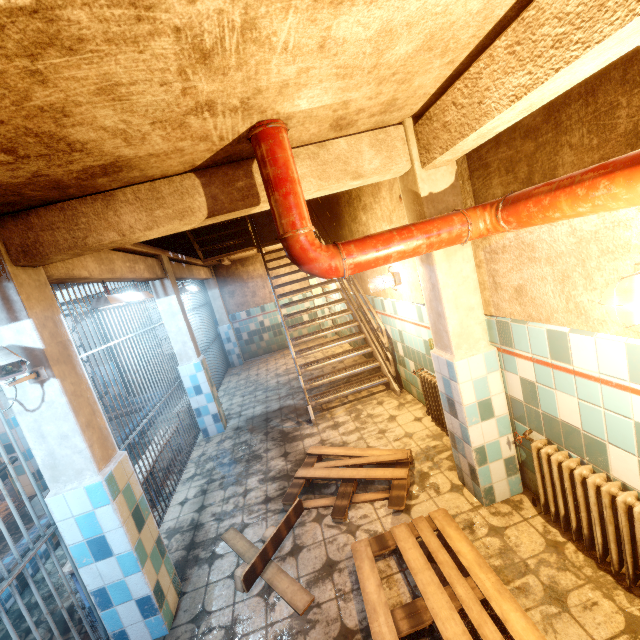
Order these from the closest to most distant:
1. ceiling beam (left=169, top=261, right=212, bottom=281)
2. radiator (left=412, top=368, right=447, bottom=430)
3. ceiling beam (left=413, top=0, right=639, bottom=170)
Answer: ceiling beam (left=413, top=0, right=639, bottom=170), radiator (left=412, top=368, right=447, bottom=430), ceiling beam (left=169, top=261, right=212, bottom=281)

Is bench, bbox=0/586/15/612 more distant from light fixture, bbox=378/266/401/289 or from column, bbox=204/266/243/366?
light fixture, bbox=378/266/401/289

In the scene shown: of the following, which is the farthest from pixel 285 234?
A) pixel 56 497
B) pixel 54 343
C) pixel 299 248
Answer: pixel 56 497

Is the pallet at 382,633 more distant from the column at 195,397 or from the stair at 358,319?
the column at 195,397

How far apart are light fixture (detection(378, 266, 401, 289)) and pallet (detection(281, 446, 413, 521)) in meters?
1.9 m

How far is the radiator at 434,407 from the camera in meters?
3.6

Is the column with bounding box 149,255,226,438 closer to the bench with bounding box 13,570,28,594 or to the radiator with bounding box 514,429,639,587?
the bench with bounding box 13,570,28,594

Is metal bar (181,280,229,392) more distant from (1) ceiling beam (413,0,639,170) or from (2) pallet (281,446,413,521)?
(2) pallet (281,446,413,521)
